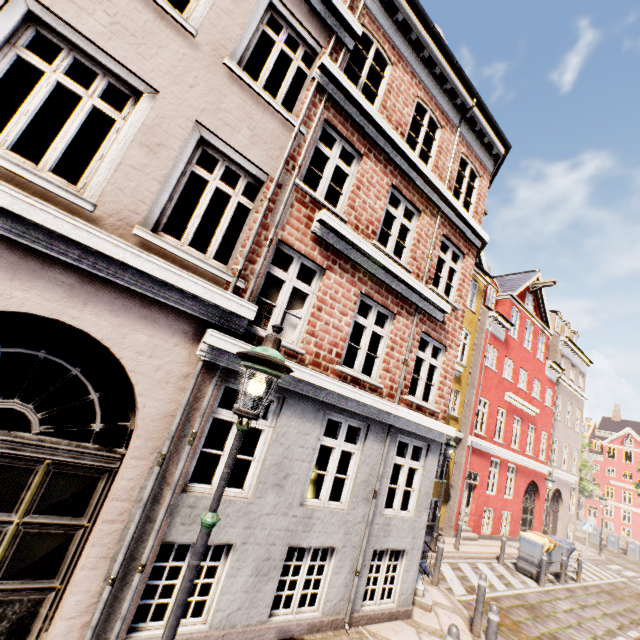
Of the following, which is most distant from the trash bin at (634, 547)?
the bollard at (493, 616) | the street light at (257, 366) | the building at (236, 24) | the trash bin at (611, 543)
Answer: the building at (236, 24)

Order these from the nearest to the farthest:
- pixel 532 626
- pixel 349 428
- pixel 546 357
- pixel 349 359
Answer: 1. pixel 532 626
2. pixel 349 428
3. pixel 349 359
4. pixel 546 357

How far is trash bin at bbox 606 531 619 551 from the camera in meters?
27.4

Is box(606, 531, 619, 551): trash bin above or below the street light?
below

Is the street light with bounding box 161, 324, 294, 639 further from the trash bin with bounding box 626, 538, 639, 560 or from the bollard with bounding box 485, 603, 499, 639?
the trash bin with bounding box 626, 538, 639, 560

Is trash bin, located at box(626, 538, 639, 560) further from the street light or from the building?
the building

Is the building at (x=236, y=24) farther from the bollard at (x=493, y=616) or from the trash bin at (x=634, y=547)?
the trash bin at (x=634, y=547)

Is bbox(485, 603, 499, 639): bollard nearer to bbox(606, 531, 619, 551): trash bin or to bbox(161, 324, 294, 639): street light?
bbox(161, 324, 294, 639): street light
